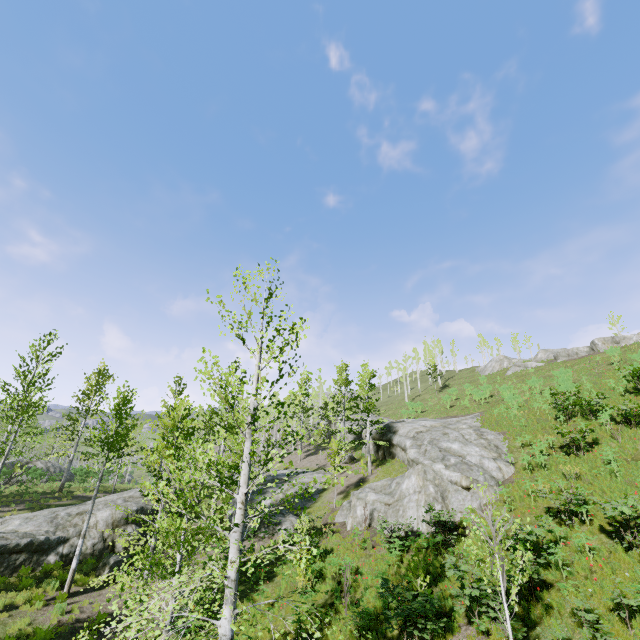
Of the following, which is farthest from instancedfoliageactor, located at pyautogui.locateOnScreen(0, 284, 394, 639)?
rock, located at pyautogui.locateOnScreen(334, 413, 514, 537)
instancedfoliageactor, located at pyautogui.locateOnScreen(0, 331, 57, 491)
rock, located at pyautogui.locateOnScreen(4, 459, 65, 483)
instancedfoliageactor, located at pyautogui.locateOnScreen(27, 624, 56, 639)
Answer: rock, located at pyautogui.locateOnScreen(334, 413, 514, 537)

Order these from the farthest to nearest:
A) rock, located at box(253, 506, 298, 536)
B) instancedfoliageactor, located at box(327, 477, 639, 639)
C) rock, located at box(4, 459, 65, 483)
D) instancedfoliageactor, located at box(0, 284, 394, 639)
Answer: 1. rock, located at box(4, 459, 65, 483)
2. rock, located at box(253, 506, 298, 536)
3. instancedfoliageactor, located at box(327, 477, 639, 639)
4. instancedfoliageactor, located at box(0, 284, 394, 639)

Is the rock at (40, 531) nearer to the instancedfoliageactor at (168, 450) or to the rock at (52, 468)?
the instancedfoliageactor at (168, 450)

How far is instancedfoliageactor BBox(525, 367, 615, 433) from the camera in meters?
18.6 m

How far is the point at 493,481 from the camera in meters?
17.8 m

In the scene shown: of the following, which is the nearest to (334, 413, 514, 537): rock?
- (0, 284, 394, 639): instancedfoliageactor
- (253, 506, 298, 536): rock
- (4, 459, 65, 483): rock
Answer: (253, 506, 298, 536): rock

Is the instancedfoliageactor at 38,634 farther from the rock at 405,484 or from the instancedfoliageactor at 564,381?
the rock at 405,484

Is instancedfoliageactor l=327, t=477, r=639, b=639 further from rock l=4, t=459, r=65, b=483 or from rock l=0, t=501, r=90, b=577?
rock l=4, t=459, r=65, b=483
